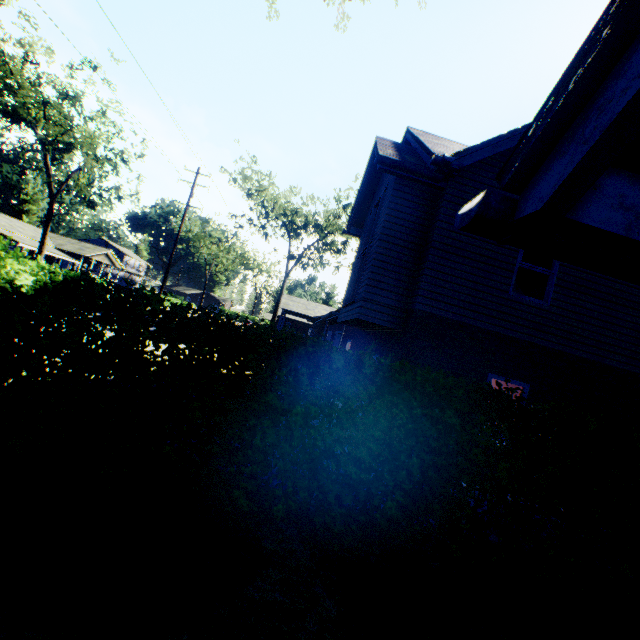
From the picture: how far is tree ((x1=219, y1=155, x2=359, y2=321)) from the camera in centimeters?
2997cm

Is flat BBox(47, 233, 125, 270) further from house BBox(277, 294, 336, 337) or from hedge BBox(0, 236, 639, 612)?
hedge BBox(0, 236, 639, 612)

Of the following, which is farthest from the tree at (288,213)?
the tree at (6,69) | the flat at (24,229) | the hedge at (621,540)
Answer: the flat at (24,229)

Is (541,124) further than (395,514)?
No

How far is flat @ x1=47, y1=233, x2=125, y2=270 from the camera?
47.1m

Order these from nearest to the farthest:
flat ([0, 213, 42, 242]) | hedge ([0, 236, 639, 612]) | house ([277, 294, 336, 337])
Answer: hedge ([0, 236, 639, 612]), house ([277, 294, 336, 337]), flat ([0, 213, 42, 242])

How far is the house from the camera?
39.0m
